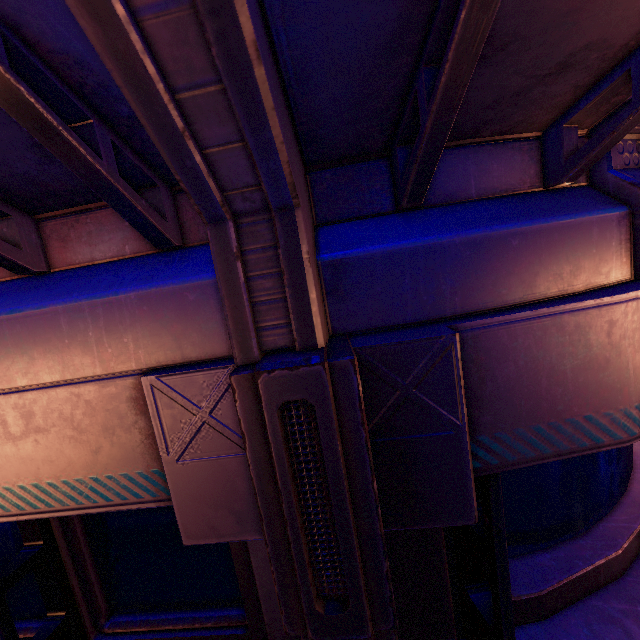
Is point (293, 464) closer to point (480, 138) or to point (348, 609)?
point (348, 609)
